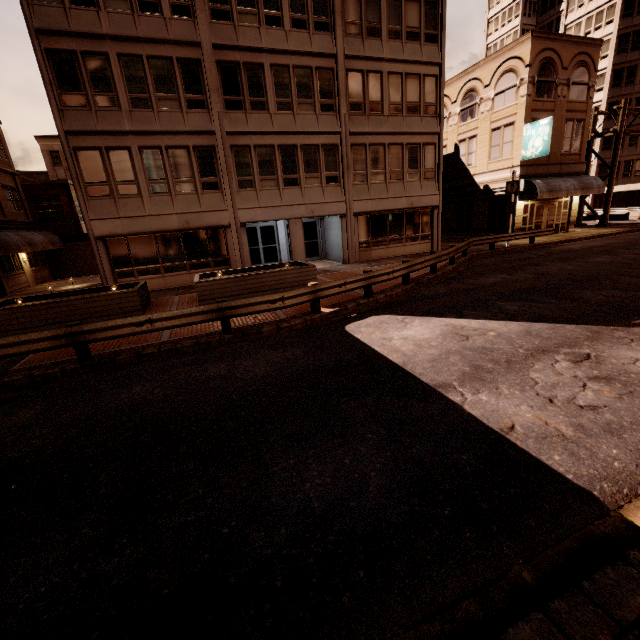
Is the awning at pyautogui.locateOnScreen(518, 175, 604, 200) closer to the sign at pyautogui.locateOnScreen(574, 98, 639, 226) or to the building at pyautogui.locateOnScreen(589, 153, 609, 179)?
the sign at pyautogui.locateOnScreen(574, 98, 639, 226)

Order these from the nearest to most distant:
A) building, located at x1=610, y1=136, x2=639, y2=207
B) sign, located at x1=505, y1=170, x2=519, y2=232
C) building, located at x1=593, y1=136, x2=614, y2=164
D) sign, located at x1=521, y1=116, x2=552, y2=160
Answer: sign, located at x1=505, y1=170, x2=519, y2=232 → sign, located at x1=521, y1=116, x2=552, y2=160 → building, located at x1=610, y1=136, x2=639, y2=207 → building, located at x1=593, y1=136, x2=614, y2=164

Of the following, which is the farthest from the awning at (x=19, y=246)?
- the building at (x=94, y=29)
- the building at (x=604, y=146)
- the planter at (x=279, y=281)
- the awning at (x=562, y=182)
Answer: the building at (x=604, y=146)

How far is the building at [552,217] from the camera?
24.8m

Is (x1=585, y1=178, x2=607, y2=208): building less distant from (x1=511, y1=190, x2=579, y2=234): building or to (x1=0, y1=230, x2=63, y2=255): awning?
(x1=511, y1=190, x2=579, y2=234): building

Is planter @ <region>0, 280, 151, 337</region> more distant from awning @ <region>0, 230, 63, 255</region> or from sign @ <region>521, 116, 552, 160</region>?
sign @ <region>521, 116, 552, 160</region>

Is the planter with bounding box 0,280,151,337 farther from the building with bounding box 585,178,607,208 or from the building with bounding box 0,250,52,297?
the building with bounding box 585,178,607,208

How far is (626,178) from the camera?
44.6m
